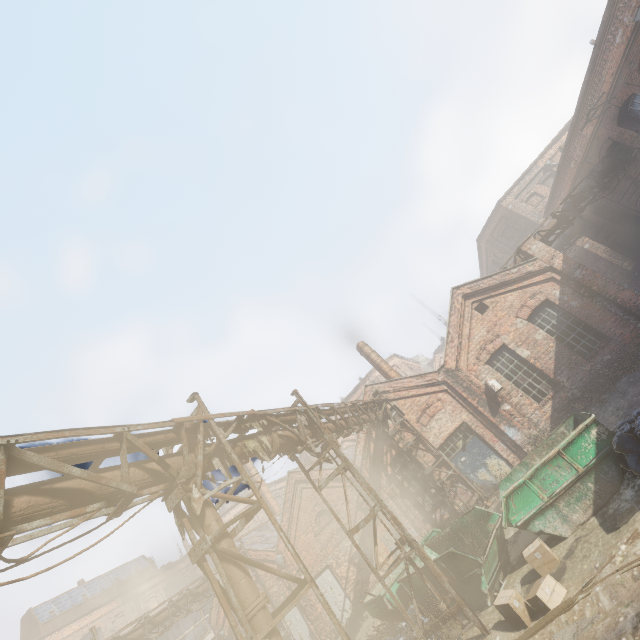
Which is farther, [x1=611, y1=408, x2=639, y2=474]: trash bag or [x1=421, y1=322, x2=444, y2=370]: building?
[x1=421, y1=322, x2=444, y2=370]: building

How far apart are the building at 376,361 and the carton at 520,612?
12.3m

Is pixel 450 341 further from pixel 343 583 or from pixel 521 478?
pixel 343 583

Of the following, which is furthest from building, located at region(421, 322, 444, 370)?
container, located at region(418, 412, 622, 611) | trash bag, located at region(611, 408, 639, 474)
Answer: trash bag, located at region(611, 408, 639, 474)

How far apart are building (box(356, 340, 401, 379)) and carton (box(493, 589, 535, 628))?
12.3m

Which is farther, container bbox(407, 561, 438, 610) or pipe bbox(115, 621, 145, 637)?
pipe bbox(115, 621, 145, 637)

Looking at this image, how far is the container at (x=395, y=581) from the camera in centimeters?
970cm

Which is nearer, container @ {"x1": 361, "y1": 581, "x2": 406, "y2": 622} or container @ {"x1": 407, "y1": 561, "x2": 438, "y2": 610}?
container @ {"x1": 407, "y1": 561, "x2": 438, "y2": 610}
